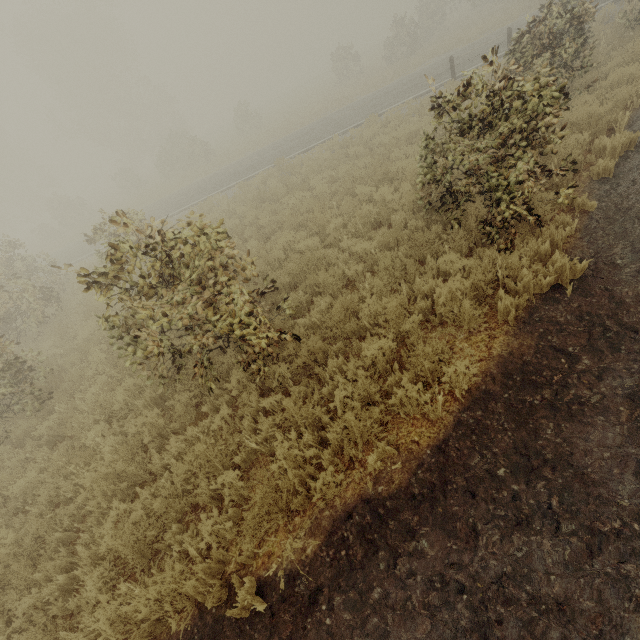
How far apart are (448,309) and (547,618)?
3.3m
